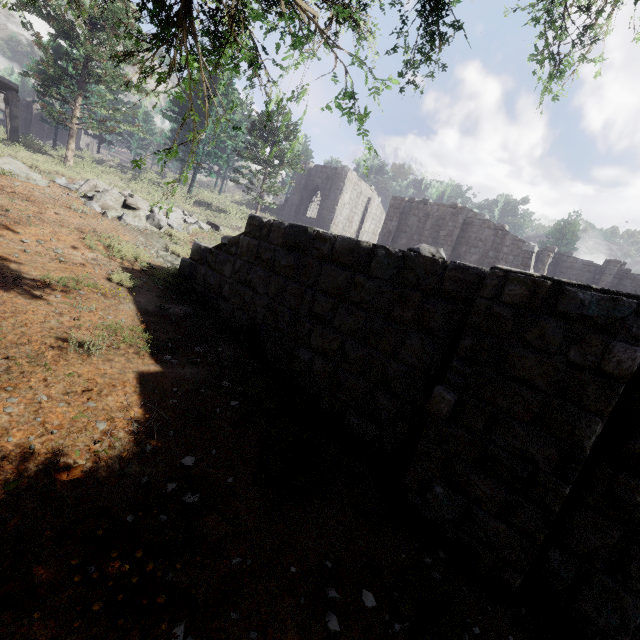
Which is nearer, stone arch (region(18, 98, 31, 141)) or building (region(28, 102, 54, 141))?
stone arch (region(18, 98, 31, 141))

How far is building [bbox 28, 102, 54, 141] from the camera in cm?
3731

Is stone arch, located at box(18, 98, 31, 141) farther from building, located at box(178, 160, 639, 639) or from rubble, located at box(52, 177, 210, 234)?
rubble, located at box(52, 177, 210, 234)

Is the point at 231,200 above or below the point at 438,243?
below

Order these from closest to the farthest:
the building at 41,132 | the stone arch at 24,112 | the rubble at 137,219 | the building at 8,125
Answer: the rubble at 137,219 < the building at 8,125 < the stone arch at 24,112 < the building at 41,132

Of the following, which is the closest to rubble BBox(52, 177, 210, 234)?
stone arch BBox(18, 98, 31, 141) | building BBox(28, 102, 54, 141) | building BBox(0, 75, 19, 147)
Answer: building BBox(0, 75, 19, 147)

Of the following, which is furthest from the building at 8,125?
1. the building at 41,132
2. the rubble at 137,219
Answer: the building at 41,132
